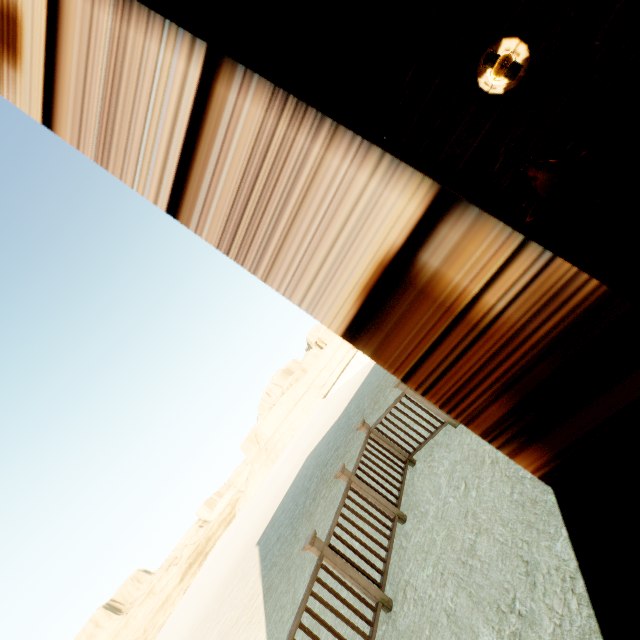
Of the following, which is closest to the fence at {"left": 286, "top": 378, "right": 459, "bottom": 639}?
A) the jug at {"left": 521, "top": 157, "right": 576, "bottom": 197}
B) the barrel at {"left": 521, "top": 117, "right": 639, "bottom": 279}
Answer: the barrel at {"left": 521, "top": 117, "right": 639, "bottom": 279}

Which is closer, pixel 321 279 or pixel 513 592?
pixel 321 279

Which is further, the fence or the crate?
the fence

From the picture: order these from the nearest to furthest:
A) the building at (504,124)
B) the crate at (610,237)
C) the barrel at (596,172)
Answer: the building at (504,124) < the crate at (610,237) < the barrel at (596,172)

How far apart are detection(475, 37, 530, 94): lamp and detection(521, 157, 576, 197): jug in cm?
119

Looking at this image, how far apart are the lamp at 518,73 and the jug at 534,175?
1.2 meters

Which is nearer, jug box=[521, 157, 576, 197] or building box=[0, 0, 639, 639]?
building box=[0, 0, 639, 639]

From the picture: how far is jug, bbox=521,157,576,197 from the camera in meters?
2.2 m
